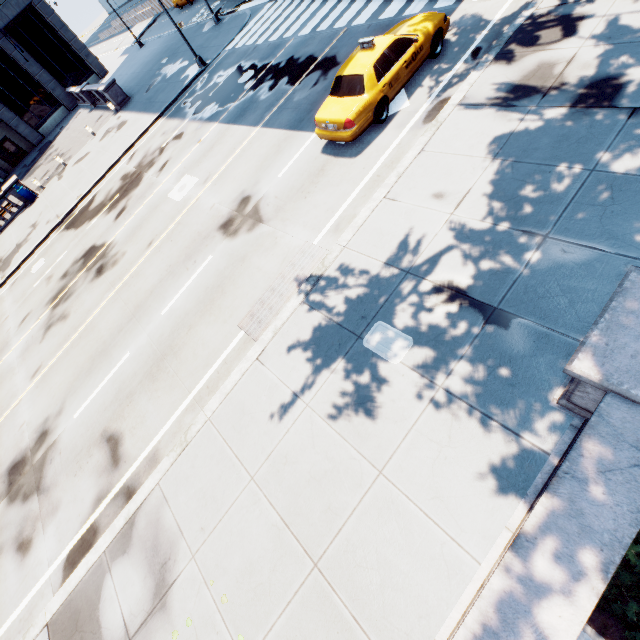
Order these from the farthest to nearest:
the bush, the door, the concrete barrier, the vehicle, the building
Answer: the concrete barrier < the door < the building < the vehicle < the bush

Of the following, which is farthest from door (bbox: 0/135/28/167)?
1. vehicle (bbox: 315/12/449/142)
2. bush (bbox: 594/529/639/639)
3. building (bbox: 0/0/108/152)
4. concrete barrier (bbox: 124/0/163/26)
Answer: bush (bbox: 594/529/639/639)

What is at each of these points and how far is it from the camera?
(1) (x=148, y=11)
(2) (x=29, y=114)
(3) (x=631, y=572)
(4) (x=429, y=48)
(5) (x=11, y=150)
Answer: (1) concrete barrier, 47.16m
(2) building, 37.34m
(3) bush, 3.53m
(4) vehicle, 9.82m
(5) door, 37.47m

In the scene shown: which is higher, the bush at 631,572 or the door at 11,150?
the door at 11,150

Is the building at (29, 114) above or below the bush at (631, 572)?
above

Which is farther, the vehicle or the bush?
the vehicle

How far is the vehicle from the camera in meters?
9.2

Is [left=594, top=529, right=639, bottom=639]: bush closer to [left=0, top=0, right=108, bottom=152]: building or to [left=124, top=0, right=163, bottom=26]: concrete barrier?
[left=0, top=0, right=108, bottom=152]: building
